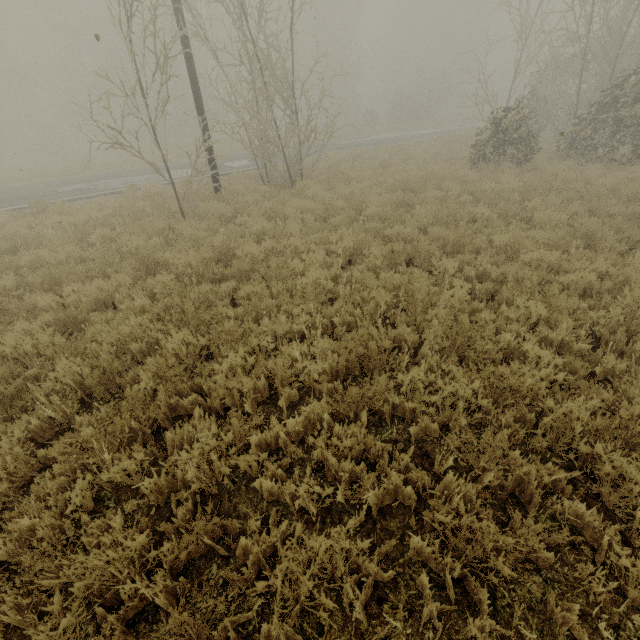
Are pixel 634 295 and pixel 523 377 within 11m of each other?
yes

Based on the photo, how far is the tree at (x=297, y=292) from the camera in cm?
558

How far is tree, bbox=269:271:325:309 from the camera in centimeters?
558cm
